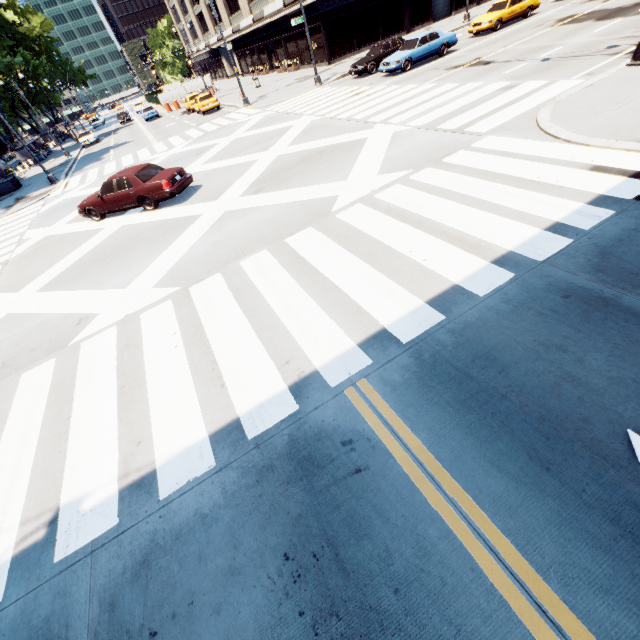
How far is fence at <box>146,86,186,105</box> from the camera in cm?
4441

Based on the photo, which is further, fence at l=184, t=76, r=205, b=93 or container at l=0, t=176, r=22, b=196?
fence at l=184, t=76, r=205, b=93

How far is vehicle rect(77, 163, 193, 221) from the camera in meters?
12.3 m

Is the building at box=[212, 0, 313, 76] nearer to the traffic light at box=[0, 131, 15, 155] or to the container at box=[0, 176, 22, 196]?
the container at box=[0, 176, 22, 196]

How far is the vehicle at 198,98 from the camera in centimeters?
3039cm

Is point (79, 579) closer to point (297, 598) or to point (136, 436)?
point (136, 436)

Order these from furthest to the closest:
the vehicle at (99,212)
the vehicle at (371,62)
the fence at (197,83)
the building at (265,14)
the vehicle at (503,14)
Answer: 1. the fence at (197,83)
2. the building at (265,14)
3. the vehicle at (503,14)
4. the vehicle at (371,62)
5. the vehicle at (99,212)

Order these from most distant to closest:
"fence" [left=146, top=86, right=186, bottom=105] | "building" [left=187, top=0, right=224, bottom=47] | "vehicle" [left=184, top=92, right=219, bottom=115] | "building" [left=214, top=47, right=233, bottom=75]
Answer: "building" [left=214, top=47, right=233, bottom=75] < "building" [left=187, top=0, right=224, bottom=47] < "fence" [left=146, top=86, right=186, bottom=105] < "vehicle" [left=184, top=92, right=219, bottom=115]
